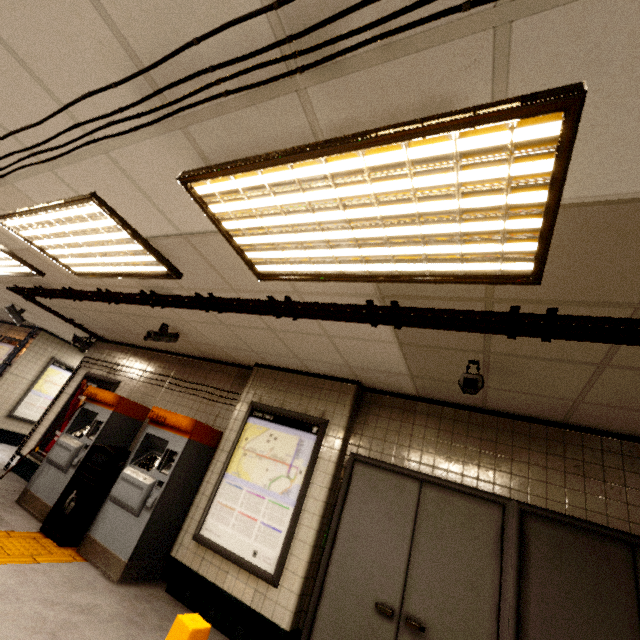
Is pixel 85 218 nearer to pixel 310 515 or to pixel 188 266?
pixel 188 266

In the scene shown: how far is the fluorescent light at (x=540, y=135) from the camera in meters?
1.2

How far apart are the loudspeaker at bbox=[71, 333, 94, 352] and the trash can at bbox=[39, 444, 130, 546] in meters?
3.6

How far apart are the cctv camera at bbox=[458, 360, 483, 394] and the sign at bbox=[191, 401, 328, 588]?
1.80m

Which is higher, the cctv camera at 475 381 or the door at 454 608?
the cctv camera at 475 381

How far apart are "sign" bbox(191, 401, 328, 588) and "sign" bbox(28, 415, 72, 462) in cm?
342

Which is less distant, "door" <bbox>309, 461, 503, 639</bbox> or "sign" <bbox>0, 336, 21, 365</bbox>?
"door" <bbox>309, 461, 503, 639</bbox>

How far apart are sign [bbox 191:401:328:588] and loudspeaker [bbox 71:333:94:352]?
5.2m
